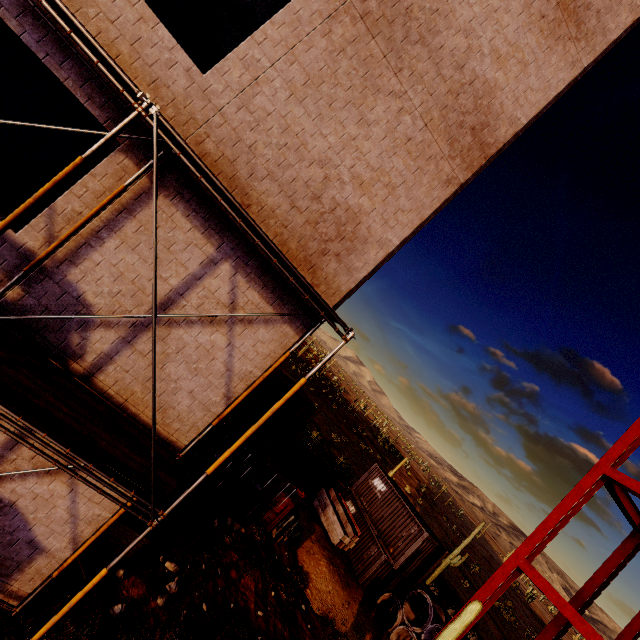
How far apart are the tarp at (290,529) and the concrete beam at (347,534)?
4.70m

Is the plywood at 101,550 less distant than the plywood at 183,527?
Yes

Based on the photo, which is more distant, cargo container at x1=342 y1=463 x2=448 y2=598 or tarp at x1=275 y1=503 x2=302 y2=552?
cargo container at x1=342 y1=463 x2=448 y2=598

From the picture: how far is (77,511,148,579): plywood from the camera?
7.9 meters

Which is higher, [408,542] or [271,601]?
[408,542]

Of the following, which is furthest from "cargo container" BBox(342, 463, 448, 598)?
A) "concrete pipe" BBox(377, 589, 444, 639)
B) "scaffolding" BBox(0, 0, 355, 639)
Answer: "scaffolding" BBox(0, 0, 355, 639)

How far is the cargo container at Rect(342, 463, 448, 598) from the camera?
17.78m

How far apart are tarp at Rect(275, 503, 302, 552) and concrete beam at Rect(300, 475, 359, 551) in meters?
4.7
